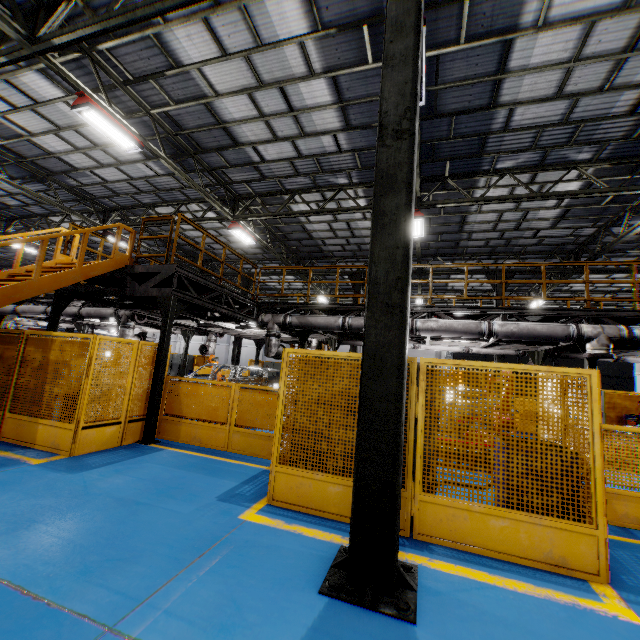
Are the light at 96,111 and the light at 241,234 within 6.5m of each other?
yes

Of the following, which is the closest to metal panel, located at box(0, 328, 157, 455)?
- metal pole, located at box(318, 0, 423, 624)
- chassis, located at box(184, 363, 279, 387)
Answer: metal pole, located at box(318, 0, 423, 624)

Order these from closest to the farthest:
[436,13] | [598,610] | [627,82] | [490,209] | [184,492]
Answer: [598,610], [184,492], [436,13], [627,82], [490,209]

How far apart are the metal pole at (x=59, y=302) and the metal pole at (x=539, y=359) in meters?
15.1

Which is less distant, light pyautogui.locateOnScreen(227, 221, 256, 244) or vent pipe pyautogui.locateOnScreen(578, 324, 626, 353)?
vent pipe pyautogui.locateOnScreen(578, 324, 626, 353)

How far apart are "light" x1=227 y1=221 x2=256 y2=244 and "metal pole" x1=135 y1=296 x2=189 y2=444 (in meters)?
6.52

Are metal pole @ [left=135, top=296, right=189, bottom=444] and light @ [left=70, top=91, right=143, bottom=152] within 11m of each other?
yes

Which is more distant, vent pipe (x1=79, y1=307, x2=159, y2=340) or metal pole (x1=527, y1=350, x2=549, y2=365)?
vent pipe (x1=79, y1=307, x2=159, y2=340)
